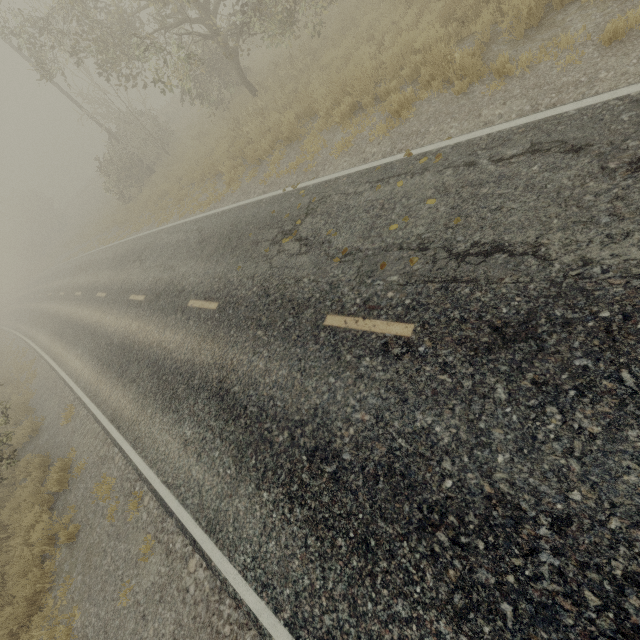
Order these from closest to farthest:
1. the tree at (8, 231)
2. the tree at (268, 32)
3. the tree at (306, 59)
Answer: the tree at (268, 32)
the tree at (306, 59)
the tree at (8, 231)

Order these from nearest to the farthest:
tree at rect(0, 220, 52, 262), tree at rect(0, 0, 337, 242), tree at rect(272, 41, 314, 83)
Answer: tree at rect(0, 0, 337, 242) → tree at rect(272, 41, 314, 83) → tree at rect(0, 220, 52, 262)

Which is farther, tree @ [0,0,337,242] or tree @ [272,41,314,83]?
tree @ [272,41,314,83]

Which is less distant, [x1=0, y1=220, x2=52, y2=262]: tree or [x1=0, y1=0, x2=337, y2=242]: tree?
[x1=0, y1=0, x2=337, y2=242]: tree

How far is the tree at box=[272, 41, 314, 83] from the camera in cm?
1237

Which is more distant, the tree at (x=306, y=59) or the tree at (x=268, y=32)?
the tree at (x=306, y=59)

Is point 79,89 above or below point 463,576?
above
